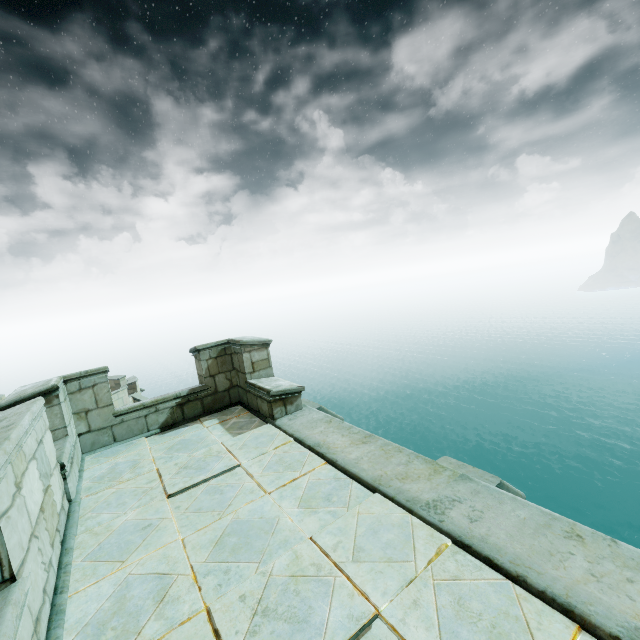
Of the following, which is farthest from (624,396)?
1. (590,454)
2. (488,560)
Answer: (488,560)
